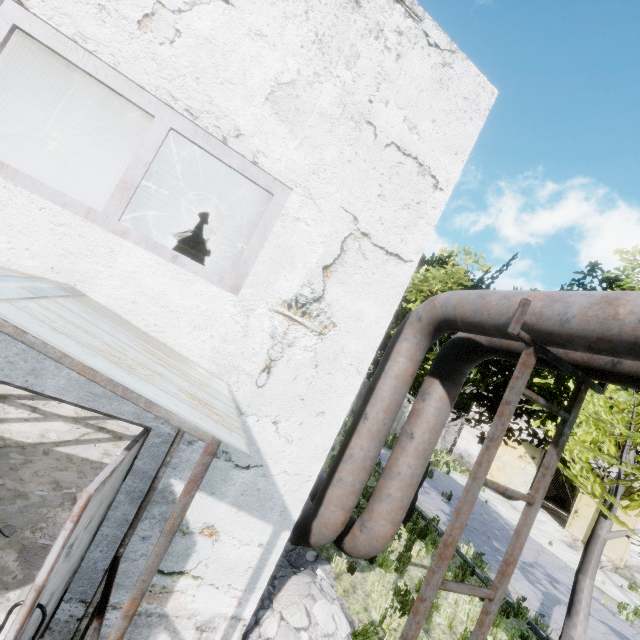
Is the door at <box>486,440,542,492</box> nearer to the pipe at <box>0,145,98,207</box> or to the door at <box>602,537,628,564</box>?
the door at <box>602,537,628,564</box>

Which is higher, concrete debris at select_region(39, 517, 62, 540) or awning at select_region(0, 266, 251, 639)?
awning at select_region(0, 266, 251, 639)

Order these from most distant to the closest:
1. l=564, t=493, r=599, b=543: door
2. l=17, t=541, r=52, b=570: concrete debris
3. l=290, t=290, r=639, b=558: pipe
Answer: l=564, t=493, r=599, b=543: door < l=17, t=541, r=52, b=570: concrete debris < l=290, t=290, r=639, b=558: pipe

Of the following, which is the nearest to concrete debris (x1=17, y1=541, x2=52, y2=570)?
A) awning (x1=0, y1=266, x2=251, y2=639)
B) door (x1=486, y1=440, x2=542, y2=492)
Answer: awning (x1=0, y1=266, x2=251, y2=639)

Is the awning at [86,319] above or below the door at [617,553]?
above

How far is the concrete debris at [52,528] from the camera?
4.1m

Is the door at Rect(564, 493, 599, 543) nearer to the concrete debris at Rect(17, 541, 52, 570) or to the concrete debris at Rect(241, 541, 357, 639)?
the concrete debris at Rect(241, 541, 357, 639)

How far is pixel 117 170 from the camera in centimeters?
1483cm
